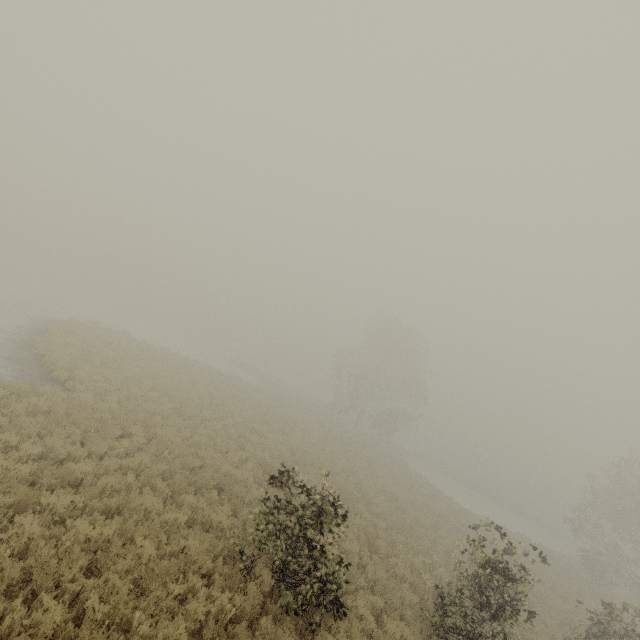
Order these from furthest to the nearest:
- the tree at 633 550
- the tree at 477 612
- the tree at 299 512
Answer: the tree at 633 550
the tree at 477 612
the tree at 299 512

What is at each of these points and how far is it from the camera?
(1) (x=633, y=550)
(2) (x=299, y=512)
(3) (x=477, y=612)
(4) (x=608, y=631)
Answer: (1) tree, 29.2m
(2) tree, 8.0m
(3) tree, 8.8m
(4) tree, 11.6m

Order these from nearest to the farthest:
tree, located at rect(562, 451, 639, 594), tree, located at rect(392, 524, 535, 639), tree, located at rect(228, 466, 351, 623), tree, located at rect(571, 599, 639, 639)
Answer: tree, located at rect(228, 466, 351, 623) → tree, located at rect(392, 524, 535, 639) → tree, located at rect(571, 599, 639, 639) → tree, located at rect(562, 451, 639, 594)

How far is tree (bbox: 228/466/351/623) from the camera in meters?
7.5

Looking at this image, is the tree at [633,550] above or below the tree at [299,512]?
above

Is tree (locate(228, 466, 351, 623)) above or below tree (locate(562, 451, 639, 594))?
below

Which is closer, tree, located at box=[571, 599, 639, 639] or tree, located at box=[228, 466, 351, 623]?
tree, located at box=[228, 466, 351, 623]
